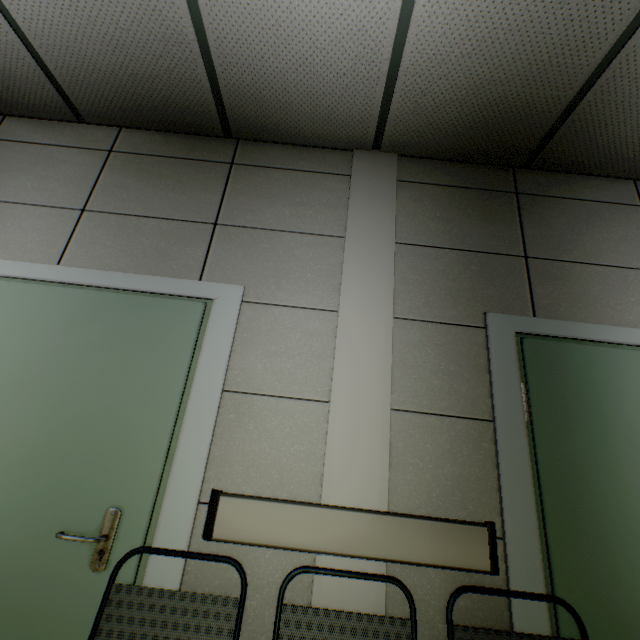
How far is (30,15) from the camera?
1.6m

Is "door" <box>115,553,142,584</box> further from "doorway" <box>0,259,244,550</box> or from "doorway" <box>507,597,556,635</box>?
"doorway" <box>507,597,556,635</box>

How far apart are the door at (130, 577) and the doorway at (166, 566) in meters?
0.0 m

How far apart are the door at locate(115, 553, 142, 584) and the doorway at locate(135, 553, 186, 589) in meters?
0.0 m

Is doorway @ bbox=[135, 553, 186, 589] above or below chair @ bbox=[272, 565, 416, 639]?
above

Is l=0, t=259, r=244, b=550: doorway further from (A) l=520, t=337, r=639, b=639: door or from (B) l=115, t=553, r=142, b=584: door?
(A) l=520, t=337, r=639, b=639: door

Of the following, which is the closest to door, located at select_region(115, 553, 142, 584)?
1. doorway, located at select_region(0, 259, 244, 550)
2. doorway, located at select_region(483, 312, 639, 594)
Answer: doorway, located at select_region(0, 259, 244, 550)

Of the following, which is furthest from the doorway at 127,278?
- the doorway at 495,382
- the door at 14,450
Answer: the doorway at 495,382
